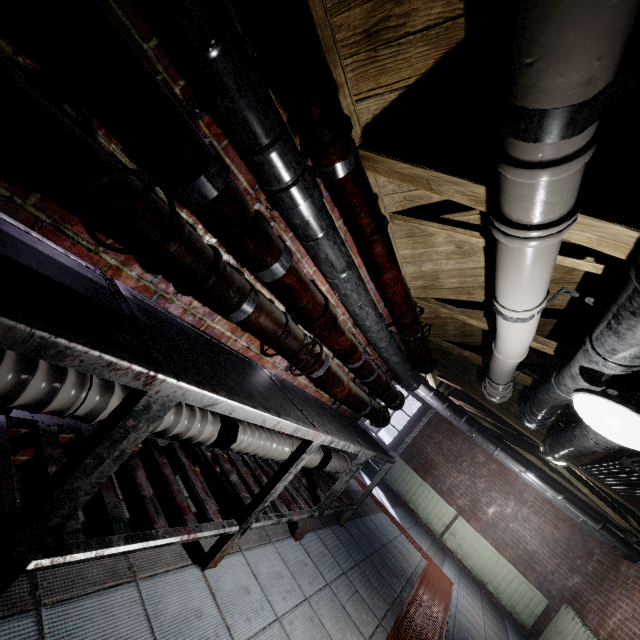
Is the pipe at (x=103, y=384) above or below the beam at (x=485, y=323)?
below

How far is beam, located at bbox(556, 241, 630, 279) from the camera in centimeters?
135cm

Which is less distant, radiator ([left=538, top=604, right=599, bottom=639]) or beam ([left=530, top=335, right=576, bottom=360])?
beam ([left=530, top=335, right=576, bottom=360])

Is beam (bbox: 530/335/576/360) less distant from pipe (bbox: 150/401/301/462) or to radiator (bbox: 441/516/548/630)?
pipe (bbox: 150/401/301/462)

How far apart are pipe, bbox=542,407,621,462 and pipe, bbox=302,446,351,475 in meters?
1.4 m

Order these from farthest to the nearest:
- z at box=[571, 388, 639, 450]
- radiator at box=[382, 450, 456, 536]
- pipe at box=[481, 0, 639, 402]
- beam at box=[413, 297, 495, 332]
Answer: radiator at box=[382, 450, 456, 536], beam at box=[413, 297, 495, 332], z at box=[571, 388, 639, 450], pipe at box=[481, 0, 639, 402]

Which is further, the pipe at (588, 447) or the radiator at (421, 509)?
the radiator at (421, 509)

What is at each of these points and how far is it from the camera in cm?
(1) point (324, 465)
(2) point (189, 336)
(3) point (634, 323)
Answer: (1) pipe, 288
(2) table, 127
(3) pipe, 92
